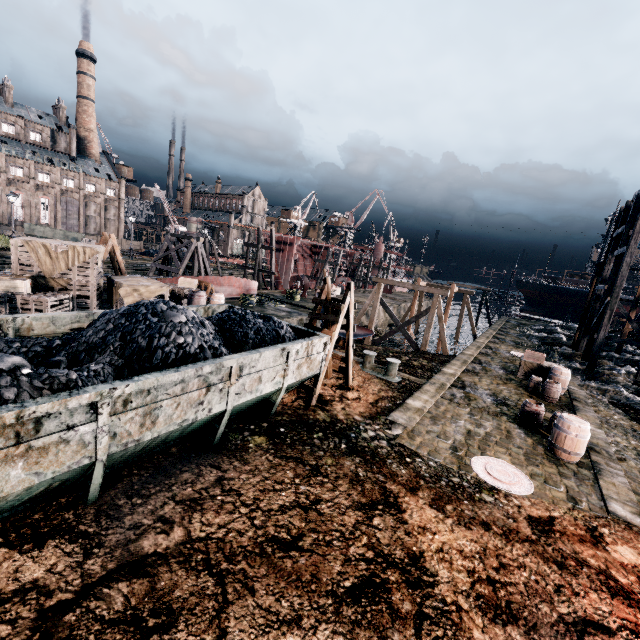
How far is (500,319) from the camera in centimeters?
4569cm

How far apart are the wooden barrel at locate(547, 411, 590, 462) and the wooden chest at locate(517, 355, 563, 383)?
8.7m

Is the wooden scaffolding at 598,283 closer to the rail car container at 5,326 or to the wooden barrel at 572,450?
the wooden barrel at 572,450

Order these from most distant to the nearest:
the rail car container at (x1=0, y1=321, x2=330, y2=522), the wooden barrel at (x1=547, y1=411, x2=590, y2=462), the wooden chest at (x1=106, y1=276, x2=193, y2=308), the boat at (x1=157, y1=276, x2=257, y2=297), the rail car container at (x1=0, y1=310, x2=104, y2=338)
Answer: the boat at (x1=157, y1=276, x2=257, y2=297) < the wooden chest at (x1=106, y1=276, x2=193, y2=308) < the wooden barrel at (x1=547, y1=411, x2=590, y2=462) < the rail car container at (x1=0, y1=310, x2=104, y2=338) < the rail car container at (x1=0, y1=321, x2=330, y2=522)

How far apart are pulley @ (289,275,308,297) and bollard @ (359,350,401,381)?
19.9 meters

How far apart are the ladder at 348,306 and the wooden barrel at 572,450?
6.90m

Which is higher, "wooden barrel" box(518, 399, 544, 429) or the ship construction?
the ship construction

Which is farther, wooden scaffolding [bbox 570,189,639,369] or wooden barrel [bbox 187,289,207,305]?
wooden barrel [bbox 187,289,207,305]
